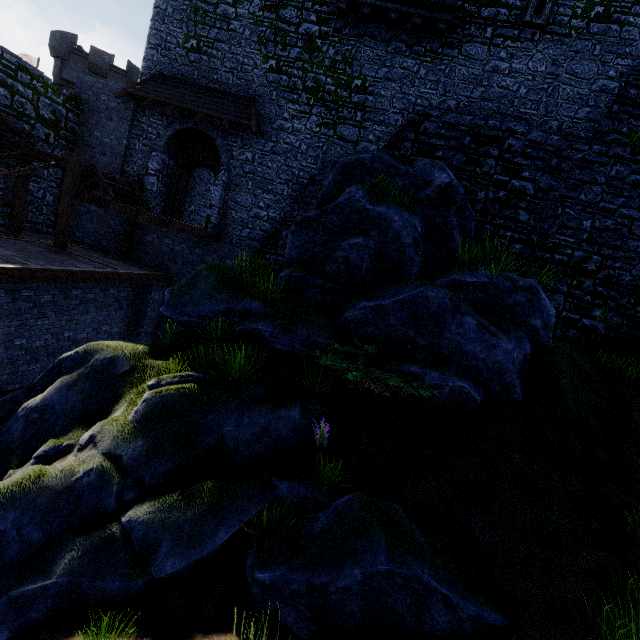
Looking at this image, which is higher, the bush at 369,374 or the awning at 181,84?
the awning at 181,84

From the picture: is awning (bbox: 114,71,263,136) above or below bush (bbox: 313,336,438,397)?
above

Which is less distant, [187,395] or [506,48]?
[187,395]

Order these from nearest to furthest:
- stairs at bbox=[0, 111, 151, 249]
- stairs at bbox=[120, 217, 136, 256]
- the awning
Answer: stairs at bbox=[0, 111, 151, 249]
the awning
stairs at bbox=[120, 217, 136, 256]

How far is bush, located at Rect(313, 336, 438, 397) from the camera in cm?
658

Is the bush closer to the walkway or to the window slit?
the walkway

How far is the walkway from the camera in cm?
1084

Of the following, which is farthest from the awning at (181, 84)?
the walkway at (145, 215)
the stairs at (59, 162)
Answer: the walkway at (145, 215)
